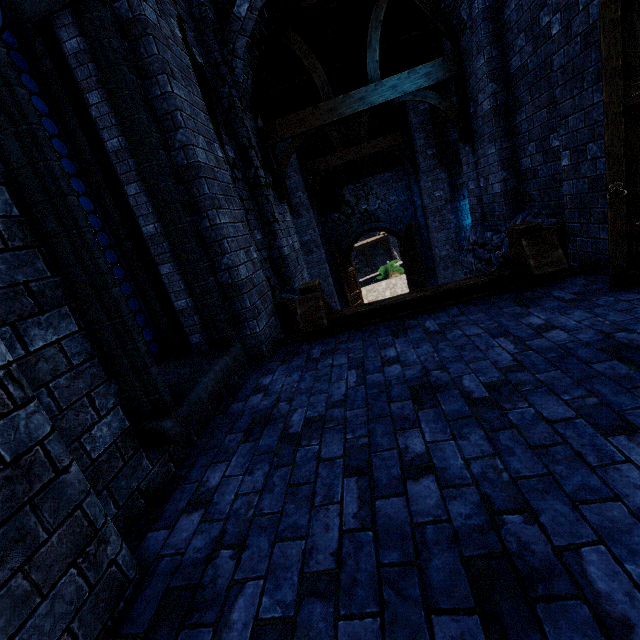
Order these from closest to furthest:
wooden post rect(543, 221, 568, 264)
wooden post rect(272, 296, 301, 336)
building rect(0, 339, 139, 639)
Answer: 1. building rect(0, 339, 139, 639)
2. wooden post rect(543, 221, 568, 264)
3. wooden post rect(272, 296, 301, 336)

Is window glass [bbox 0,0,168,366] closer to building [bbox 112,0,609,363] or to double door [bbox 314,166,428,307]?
building [bbox 112,0,609,363]

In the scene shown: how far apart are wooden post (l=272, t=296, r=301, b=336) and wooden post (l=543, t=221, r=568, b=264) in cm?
413

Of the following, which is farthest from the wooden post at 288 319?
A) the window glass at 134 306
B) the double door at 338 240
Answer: the double door at 338 240

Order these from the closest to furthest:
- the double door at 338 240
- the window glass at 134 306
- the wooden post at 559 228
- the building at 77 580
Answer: the building at 77 580
the window glass at 134 306
the wooden post at 559 228
the double door at 338 240

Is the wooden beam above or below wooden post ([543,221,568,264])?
below

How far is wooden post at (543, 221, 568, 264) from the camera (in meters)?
4.59

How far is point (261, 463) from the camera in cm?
242
